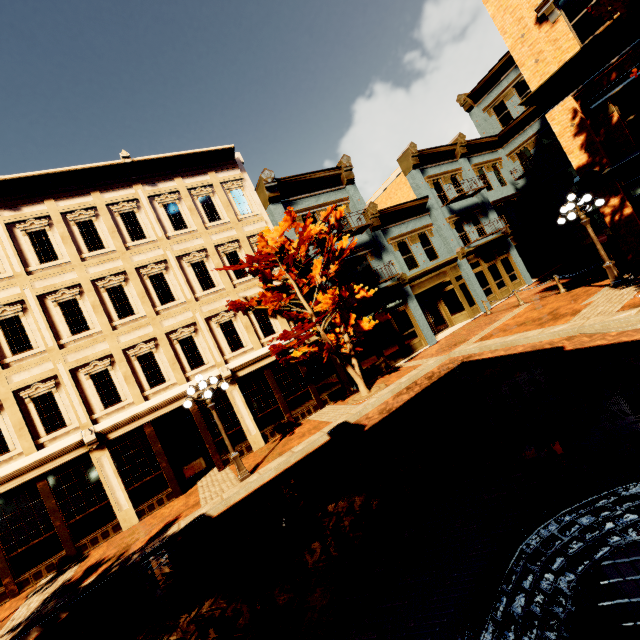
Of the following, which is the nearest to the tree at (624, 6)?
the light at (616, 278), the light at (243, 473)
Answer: the light at (616, 278)

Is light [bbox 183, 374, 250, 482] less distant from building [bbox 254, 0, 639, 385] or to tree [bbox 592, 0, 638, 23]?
building [bbox 254, 0, 639, 385]

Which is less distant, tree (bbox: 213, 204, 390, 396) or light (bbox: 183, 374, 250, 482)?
light (bbox: 183, 374, 250, 482)

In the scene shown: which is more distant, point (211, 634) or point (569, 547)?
point (211, 634)

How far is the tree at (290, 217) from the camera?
12.02m

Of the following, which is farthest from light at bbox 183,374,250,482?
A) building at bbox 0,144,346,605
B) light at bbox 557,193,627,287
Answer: light at bbox 557,193,627,287

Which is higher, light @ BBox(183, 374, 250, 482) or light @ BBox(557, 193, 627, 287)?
light @ BBox(557, 193, 627, 287)

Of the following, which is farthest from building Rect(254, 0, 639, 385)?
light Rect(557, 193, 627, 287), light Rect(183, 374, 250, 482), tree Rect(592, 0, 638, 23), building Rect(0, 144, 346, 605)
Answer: tree Rect(592, 0, 638, 23)
